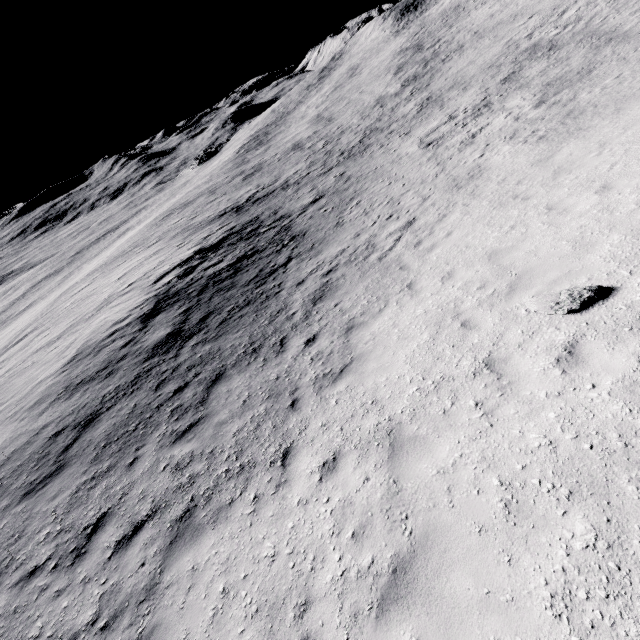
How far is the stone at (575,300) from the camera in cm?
547

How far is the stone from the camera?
5.47m

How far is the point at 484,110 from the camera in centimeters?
2100cm
